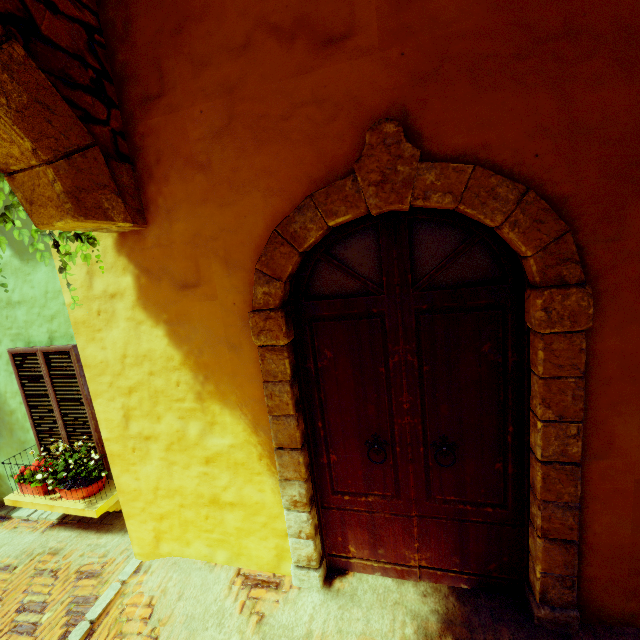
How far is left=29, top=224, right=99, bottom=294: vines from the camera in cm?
201

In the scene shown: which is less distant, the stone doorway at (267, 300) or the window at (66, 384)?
the stone doorway at (267, 300)

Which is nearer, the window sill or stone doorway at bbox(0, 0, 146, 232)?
stone doorway at bbox(0, 0, 146, 232)

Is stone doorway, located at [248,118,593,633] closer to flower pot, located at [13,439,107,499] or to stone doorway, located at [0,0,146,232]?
stone doorway, located at [0,0,146,232]

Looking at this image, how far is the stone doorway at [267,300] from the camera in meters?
1.7 m

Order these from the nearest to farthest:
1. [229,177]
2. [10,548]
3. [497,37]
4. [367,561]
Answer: [497,37] < [229,177] < [367,561] < [10,548]

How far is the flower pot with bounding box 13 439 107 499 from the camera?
3.8m

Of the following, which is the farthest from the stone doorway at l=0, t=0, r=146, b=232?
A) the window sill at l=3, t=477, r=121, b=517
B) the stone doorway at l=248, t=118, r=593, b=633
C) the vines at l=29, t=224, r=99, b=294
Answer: the window sill at l=3, t=477, r=121, b=517
